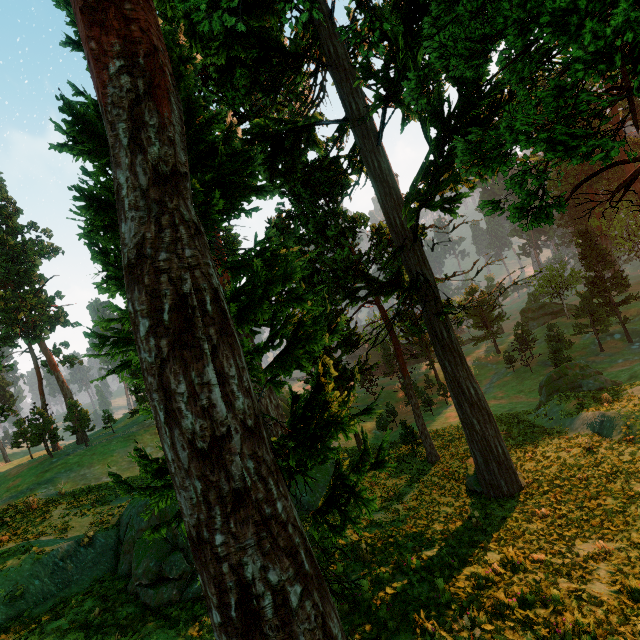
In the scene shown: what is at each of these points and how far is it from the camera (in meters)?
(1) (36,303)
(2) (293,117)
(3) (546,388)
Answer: (1) treerock, 43.16
(2) treerock, 25.94
(3) treerock, 29.69

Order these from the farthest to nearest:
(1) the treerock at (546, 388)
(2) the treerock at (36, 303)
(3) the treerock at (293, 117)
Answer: (2) the treerock at (36, 303)
(1) the treerock at (546, 388)
(3) the treerock at (293, 117)

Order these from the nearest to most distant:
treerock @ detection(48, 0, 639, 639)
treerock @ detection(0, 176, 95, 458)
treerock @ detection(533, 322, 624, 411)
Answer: treerock @ detection(48, 0, 639, 639), treerock @ detection(533, 322, 624, 411), treerock @ detection(0, 176, 95, 458)

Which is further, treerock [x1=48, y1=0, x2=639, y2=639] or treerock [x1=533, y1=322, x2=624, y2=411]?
treerock [x1=533, y1=322, x2=624, y2=411]

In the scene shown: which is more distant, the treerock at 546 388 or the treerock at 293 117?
the treerock at 546 388

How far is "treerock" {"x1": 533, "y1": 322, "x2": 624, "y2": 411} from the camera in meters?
26.9
